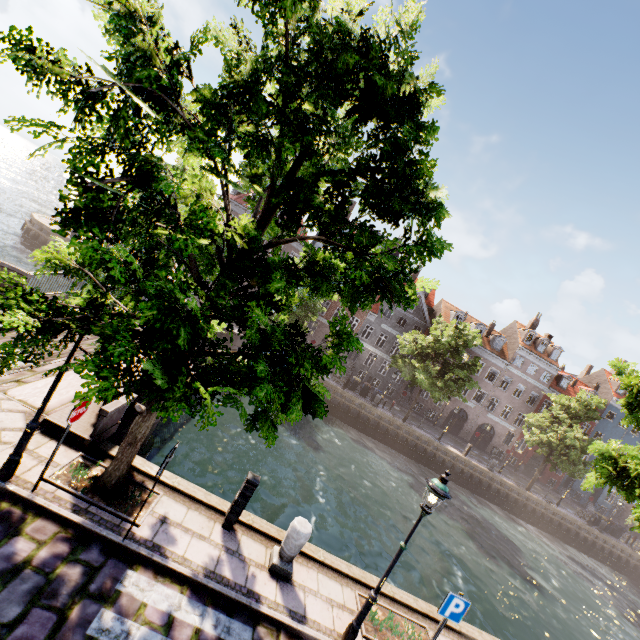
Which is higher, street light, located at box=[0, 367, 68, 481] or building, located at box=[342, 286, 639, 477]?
building, located at box=[342, 286, 639, 477]

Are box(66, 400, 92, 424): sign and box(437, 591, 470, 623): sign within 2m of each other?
no

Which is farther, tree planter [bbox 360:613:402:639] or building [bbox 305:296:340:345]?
building [bbox 305:296:340:345]

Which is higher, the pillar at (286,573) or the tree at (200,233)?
the tree at (200,233)

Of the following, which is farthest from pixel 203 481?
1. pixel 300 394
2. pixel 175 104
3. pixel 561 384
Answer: pixel 561 384

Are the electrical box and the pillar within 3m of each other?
yes

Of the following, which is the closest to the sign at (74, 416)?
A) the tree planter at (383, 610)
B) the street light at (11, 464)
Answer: the street light at (11, 464)

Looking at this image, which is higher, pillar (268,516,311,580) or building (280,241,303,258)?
building (280,241,303,258)
